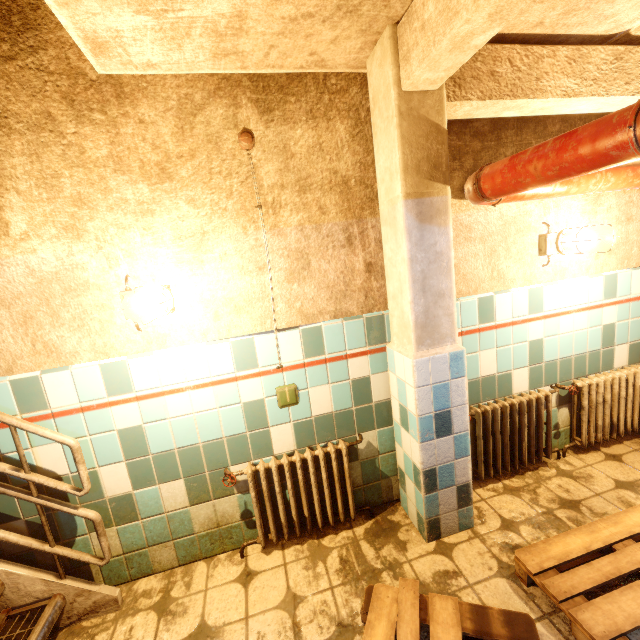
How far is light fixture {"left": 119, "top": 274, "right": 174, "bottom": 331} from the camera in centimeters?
167cm

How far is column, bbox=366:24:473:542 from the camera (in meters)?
1.70

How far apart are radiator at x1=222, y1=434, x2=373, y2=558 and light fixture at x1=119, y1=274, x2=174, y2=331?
1.05m

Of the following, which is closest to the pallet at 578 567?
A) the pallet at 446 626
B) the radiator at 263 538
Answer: the pallet at 446 626

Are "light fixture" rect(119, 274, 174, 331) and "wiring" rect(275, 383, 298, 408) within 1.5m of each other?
yes

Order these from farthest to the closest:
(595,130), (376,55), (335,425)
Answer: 1. (335,425)
2. (376,55)
3. (595,130)

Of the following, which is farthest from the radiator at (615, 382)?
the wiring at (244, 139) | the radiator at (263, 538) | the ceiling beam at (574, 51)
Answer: the ceiling beam at (574, 51)

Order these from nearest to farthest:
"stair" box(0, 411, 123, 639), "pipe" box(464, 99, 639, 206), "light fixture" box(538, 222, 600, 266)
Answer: "pipe" box(464, 99, 639, 206) → "stair" box(0, 411, 123, 639) → "light fixture" box(538, 222, 600, 266)
